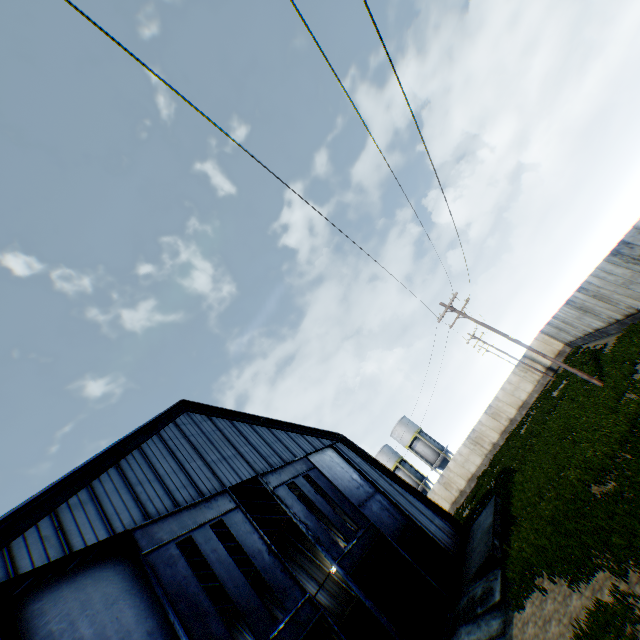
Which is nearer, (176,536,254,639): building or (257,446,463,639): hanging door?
(257,446,463,639): hanging door

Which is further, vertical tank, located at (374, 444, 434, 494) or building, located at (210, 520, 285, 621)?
vertical tank, located at (374, 444, 434, 494)

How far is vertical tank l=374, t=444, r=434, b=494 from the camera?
48.8 meters

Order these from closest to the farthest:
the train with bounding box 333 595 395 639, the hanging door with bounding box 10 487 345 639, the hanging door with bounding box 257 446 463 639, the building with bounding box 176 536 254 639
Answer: the hanging door with bounding box 10 487 345 639
the hanging door with bounding box 257 446 463 639
the train with bounding box 333 595 395 639
the building with bounding box 176 536 254 639

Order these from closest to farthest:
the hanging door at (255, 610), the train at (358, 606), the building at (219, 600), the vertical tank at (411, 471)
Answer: the hanging door at (255, 610)
the train at (358, 606)
the building at (219, 600)
the vertical tank at (411, 471)

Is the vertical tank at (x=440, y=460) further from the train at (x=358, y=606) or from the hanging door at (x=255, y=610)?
the hanging door at (x=255, y=610)

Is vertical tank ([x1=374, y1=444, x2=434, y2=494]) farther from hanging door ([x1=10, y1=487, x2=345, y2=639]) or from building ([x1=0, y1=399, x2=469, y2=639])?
hanging door ([x1=10, y1=487, x2=345, y2=639])

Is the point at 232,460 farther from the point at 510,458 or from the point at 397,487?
the point at 510,458
